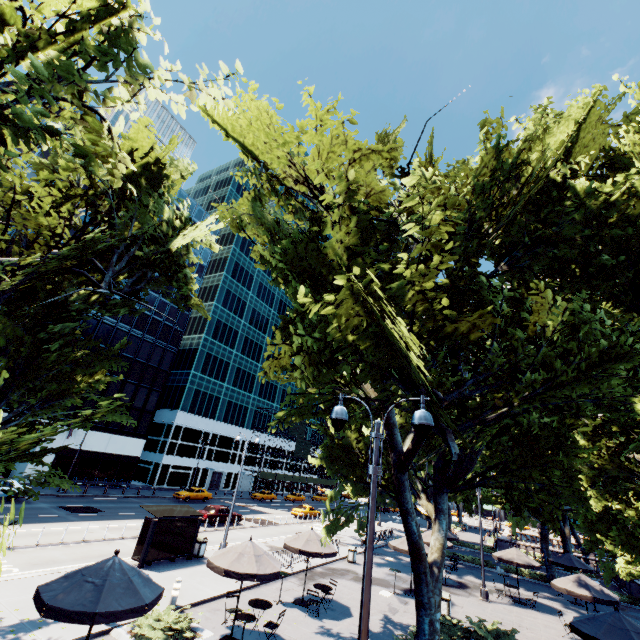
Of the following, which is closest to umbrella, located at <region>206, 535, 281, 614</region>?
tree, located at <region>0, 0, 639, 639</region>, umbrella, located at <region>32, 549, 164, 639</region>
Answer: umbrella, located at <region>32, 549, 164, 639</region>

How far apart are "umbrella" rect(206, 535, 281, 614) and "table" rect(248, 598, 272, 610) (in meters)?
1.20

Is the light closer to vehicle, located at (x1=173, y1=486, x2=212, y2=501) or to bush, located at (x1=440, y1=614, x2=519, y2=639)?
bush, located at (x1=440, y1=614, x2=519, y2=639)

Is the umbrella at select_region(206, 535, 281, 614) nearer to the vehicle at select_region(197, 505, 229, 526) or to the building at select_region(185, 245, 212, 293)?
the vehicle at select_region(197, 505, 229, 526)

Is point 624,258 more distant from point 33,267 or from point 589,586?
point 33,267

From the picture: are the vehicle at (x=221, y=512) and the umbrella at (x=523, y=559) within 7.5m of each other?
no

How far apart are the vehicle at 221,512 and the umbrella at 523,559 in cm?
2185

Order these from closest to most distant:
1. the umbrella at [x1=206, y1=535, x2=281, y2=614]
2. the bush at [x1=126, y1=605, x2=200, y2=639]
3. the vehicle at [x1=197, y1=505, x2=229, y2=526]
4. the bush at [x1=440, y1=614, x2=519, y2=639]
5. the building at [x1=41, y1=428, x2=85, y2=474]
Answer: the bush at [x1=126, y1=605, x2=200, y2=639], the umbrella at [x1=206, y1=535, x2=281, y2=614], the bush at [x1=440, y1=614, x2=519, y2=639], the vehicle at [x1=197, y1=505, x2=229, y2=526], the building at [x1=41, y1=428, x2=85, y2=474]
